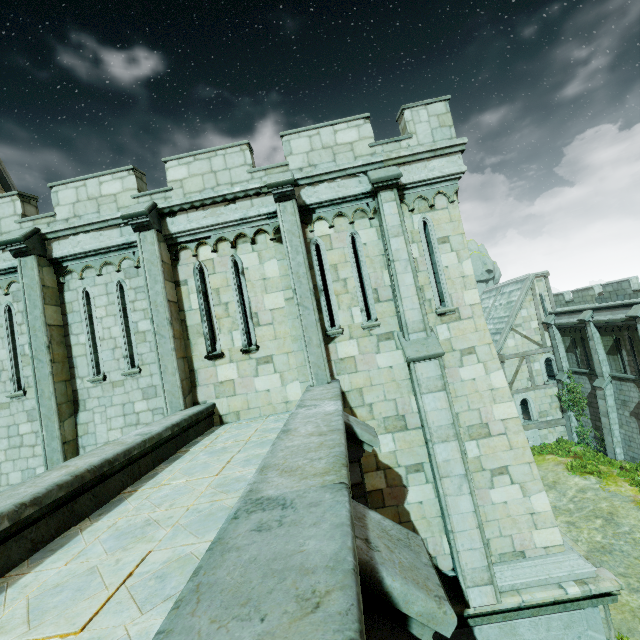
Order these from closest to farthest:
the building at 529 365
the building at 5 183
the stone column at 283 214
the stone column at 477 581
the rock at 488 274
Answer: the stone column at 477 581
the stone column at 283 214
the building at 5 183
the building at 529 365
the rock at 488 274

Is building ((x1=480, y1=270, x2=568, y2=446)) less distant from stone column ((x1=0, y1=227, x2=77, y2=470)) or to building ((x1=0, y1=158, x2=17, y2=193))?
building ((x1=0, y1=158, x2=17, y2=193))

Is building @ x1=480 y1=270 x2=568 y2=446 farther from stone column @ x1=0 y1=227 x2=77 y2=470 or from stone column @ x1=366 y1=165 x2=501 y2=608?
stone column @ x1=0 y1=227 x2=77 y2=470

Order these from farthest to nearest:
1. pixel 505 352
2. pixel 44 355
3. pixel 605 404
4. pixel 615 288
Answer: pixel 505 352 → pixel 615 288 → pixel 605 404 → pixel 44 355

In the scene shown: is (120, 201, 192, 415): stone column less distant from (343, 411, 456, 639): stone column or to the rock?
(343, 411, 456, 639): stone column

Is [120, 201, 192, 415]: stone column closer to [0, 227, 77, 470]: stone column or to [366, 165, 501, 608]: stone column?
[0, 227, 77, 470]: stone column

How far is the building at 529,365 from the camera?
25.17m

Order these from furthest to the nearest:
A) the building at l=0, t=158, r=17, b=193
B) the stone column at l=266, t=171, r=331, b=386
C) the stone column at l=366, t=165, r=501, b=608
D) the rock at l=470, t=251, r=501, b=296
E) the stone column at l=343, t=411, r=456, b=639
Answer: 1. the rock at l=470, t=251, r=501, b=296
2. the building at l=0, t=158, r=17, b=193
3. the stone column at l=266, t=171, r=331, b=386
4. the stone column at l=366, t=165, r=501, b=608
5. the stone column at l=343, t=411, r=456, b=639
